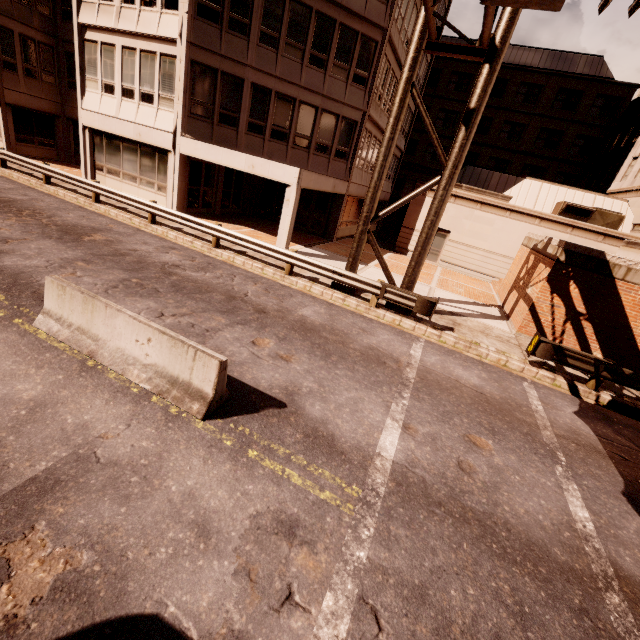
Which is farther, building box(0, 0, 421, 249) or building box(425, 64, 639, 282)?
building box(425, 64, 639, 282)

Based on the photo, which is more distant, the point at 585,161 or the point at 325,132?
the point at 585,161

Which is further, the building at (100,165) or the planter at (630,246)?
the building at (100,165)

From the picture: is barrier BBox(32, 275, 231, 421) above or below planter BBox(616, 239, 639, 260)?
below

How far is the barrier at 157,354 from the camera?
5.02m

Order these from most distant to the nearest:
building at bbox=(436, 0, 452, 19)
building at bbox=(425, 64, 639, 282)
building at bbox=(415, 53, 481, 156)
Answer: building at bbox=(415, 53, 481, 156)
building at bbox=(436, 0, 452, 19)
building at bbox=(425, 64, 639, 282)

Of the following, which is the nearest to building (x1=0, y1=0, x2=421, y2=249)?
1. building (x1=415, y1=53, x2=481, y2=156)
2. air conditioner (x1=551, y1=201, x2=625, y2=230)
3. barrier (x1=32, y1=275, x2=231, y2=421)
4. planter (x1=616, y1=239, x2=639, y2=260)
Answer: building (x1=415, y1=53, x2=481, y2=156)

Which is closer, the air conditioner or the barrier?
the barrier
